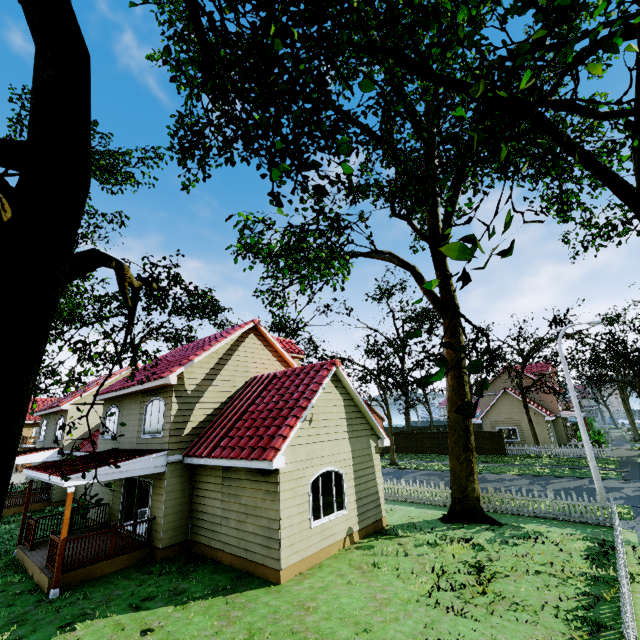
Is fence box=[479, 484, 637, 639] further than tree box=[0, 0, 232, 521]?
Yes

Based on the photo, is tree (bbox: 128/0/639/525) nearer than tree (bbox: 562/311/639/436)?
Yes

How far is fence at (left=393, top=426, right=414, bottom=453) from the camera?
37.0m

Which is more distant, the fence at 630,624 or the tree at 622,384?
the tree at 622,384

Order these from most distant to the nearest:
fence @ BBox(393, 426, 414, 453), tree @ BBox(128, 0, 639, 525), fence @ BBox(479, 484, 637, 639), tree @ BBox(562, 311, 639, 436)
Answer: fence @ BBox(393, 426, 414, 453) → tree @ BBox(562, 311, 639, 436) → fence @ BBox(479, 484, 637, 639) → tree @ BBox(128, 0, 639, 525)

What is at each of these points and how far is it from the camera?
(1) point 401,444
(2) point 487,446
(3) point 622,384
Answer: (1) fence, 37.7m
(2) fence, 32.0m
(3) tree, 42.3m
